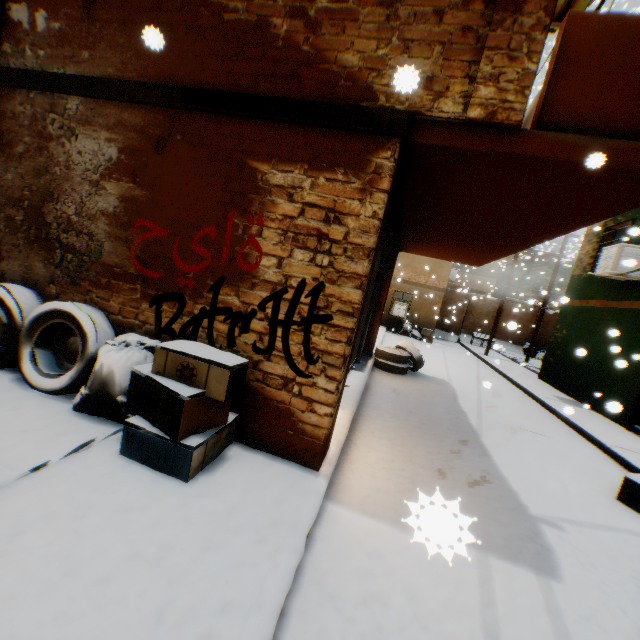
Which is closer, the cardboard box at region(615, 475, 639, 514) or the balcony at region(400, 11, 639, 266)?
the balcony at region(400, 11, 639, 266)

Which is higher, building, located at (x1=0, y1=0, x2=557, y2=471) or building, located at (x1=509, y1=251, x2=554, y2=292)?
building, located at (x1=509, y1=251, x2=554, y2=292)

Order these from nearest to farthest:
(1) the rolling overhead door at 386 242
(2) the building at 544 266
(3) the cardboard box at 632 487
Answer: (3) the cardboard box at 632 487 → (1) the rolling overhead door at 386 242 → (2) the building at 544 266

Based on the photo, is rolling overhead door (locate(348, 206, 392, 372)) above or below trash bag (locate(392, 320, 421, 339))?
above

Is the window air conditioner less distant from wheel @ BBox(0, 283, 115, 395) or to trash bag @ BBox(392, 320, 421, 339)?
trash bag @ BBox(392, 320, 421, 339)

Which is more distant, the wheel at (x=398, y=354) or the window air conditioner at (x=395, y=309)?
the window air conditioner at (x=395, y=309)

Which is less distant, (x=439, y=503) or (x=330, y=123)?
(x=439, y=503)

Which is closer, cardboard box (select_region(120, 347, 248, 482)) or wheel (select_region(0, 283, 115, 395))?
cardboard box (select_region(120, 347, 248, 482))
